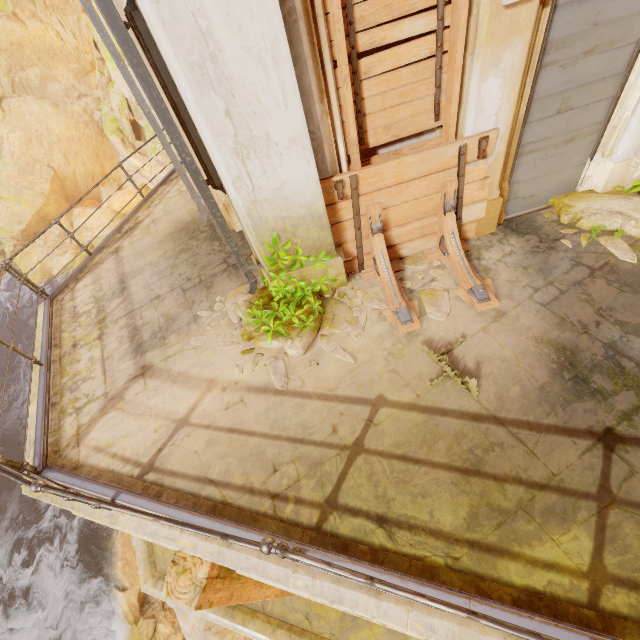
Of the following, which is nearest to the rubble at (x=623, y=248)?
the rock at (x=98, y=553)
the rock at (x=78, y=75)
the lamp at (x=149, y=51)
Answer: the lamp at (x=149, y=51)

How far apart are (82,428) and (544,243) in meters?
7.0

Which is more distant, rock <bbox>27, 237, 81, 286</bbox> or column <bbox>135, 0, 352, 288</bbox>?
rock <bbox>27, 237, 81, 286</bbox>

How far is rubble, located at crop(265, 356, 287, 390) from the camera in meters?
4.1

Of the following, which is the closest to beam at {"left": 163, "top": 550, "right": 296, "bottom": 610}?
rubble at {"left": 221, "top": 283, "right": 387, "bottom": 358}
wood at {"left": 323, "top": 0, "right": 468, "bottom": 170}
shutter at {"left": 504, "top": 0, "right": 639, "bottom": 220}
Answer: rubble at {"left": 221, "top": 283, "right": 387, "bottom": 358}

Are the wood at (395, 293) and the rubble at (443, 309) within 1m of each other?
yes

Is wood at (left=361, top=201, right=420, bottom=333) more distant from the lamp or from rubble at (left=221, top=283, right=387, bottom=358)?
the lamp

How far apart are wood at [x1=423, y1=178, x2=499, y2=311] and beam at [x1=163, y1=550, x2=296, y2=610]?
4.2m
